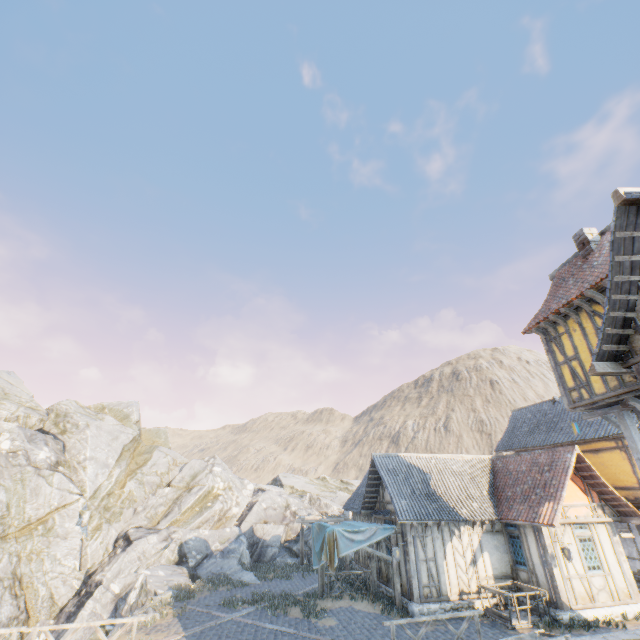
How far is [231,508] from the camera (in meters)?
25.92

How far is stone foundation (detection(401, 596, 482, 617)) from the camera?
13.2 meters

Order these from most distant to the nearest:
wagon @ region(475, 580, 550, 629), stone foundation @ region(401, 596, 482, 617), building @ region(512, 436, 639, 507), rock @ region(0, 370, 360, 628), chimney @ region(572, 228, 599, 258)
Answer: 1. rock @ region(0, 370, 360, 628)
2. building @ region(512, 436, 639, 507)
3. stone foundation @ region(401, 596, 482, 617)
4. wagon @ region(475, 580, 550, 629)
5. chimney @ region(572, 228, 599, 258)

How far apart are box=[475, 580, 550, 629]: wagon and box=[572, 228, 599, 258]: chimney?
12.9 meters

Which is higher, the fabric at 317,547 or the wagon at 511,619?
the fabric at 317,547

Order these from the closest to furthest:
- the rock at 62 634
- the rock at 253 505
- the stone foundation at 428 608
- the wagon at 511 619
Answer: the wagon at 511 619 < the stone foundation at 428 608 < the rock at 62 634 < the rock at 253 505

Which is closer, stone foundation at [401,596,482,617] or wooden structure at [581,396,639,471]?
wooden structure at [581,396,639,471]

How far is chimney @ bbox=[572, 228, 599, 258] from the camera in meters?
11.6
